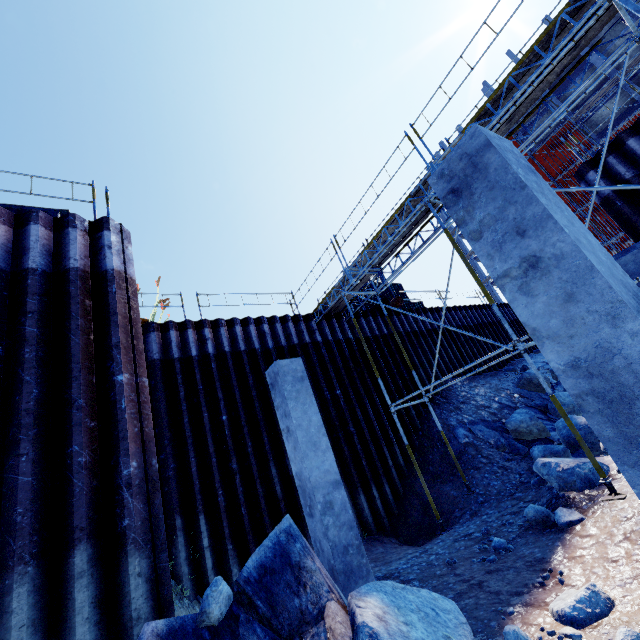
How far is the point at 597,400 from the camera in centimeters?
220cm

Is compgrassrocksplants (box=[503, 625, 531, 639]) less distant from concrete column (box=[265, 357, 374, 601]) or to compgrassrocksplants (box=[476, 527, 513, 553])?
concrete column (box=[265, 357, 374, 601])

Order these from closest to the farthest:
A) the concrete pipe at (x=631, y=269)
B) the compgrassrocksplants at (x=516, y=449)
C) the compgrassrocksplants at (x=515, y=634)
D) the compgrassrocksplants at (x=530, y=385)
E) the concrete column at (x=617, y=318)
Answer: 1. the concrete column at (x=617, y=318)
2. the compgrassrocksplants at (x=515, y=634)
3. the concrete pipe at (x=631, y=269)
4. the compgrassrocksplants at (x=516, y=449)
5. the compgrassrocksplants at (x=530, y=385)

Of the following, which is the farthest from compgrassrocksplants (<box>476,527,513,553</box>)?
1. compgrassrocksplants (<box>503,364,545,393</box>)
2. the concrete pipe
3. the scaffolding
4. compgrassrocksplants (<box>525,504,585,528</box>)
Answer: compgrassrocksplants (<box>503,364,545,393</box>)

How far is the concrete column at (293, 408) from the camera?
5.17m

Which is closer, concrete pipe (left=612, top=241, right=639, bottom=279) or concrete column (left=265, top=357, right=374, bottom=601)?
concrete column (left=265, top=357, right=374, bottom=601)

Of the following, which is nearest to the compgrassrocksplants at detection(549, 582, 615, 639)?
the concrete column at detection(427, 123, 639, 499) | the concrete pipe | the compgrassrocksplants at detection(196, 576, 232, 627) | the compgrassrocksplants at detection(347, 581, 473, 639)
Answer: the compgrassrocksplants at detection(347, 581, 473, 639)

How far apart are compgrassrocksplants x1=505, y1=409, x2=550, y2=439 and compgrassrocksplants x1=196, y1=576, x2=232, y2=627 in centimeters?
992cm
